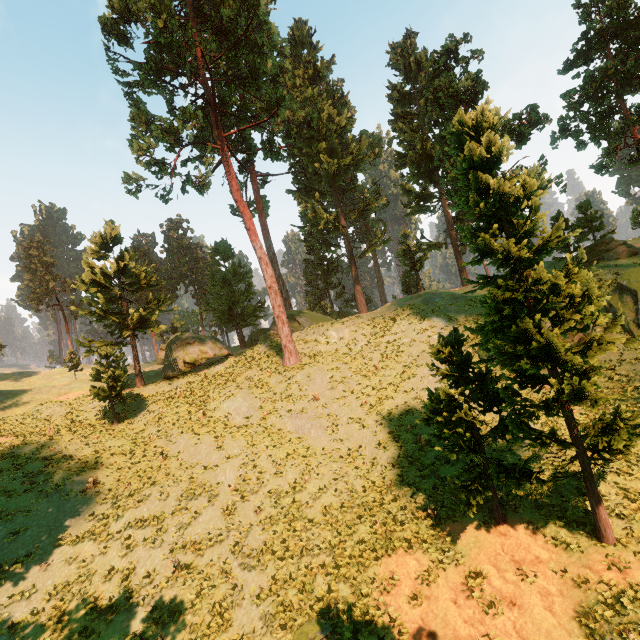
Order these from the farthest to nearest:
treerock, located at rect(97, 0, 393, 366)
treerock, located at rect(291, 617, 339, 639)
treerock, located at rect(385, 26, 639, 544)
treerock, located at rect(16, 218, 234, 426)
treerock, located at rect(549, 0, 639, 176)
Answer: treerock, located at rect(97, 0, 393, 366) < treerock, located at rect(16, 218, 234, 426) < treerock, located at rect(549, 0, 639, 176) < treerock, located at rect(291, 617, 339, 639) < treerock, located at rect(385, 26, 639, 544)

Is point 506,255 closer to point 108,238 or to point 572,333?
point 572,333

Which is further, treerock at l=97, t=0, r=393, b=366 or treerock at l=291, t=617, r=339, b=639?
treerock at l=97, t=0, r=393, b=366

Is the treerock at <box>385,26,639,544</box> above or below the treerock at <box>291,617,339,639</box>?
above

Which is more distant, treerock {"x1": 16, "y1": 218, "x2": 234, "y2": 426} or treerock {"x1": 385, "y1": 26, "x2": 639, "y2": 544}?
treerock {"x1": 16, "y1": 218, "x2": 234, "y2": 426}

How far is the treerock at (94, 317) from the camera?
25.89m

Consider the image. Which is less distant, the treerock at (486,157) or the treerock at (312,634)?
Answer: the treerock at (486,157)
